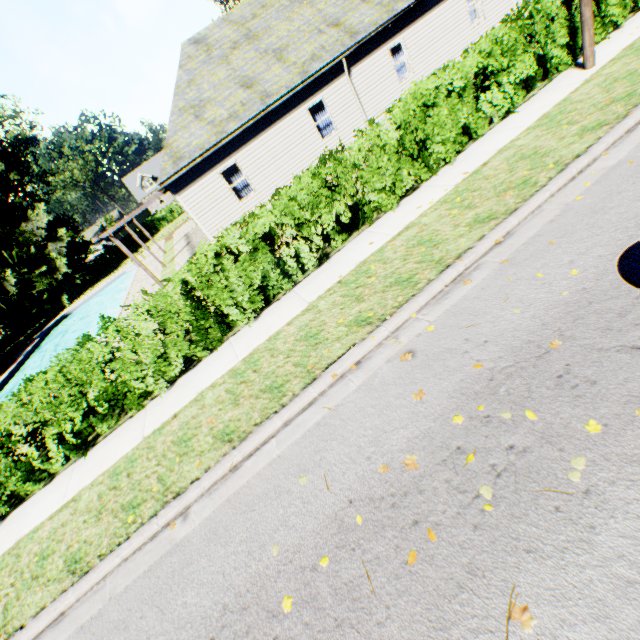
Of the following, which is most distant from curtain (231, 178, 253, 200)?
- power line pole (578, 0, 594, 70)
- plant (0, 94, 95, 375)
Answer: plant (0, 94, 95, 375)

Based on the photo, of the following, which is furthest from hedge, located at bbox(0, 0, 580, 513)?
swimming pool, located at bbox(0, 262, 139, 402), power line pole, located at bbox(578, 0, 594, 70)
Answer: swimming pool, located at bbox(0, 262, 139, 402)

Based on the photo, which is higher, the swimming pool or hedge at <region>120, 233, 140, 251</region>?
hedge at <region>120, 233, 140, 251</region>

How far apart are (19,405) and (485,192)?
9.98m

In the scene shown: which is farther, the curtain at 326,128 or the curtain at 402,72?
the curtain at 402,72

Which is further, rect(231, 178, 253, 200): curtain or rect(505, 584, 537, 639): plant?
rect(231, 178, 253, 200): curtain

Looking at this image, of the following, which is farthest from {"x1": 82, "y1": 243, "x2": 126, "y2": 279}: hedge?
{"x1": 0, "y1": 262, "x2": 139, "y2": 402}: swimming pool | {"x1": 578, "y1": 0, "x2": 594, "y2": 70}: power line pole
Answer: {"x1": 578, "y1": 0, "x2": 594, "y2": 70}: power line pole

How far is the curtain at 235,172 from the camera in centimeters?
1454cm
